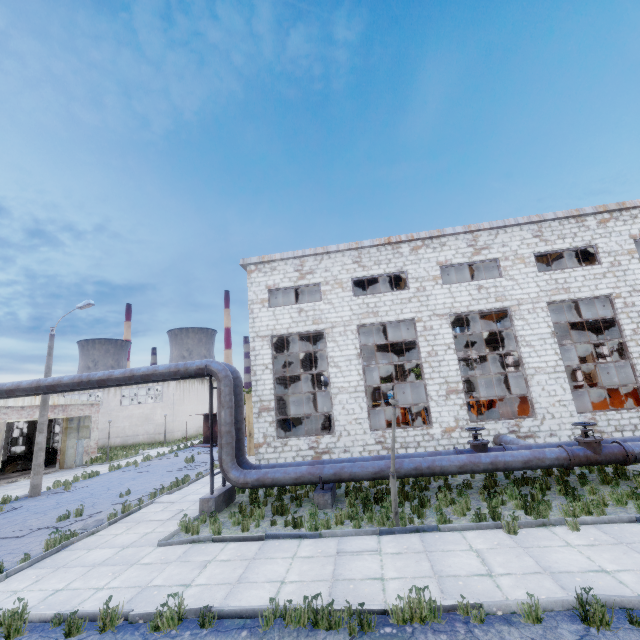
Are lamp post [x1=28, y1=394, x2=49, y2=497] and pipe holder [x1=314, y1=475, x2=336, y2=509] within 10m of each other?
no

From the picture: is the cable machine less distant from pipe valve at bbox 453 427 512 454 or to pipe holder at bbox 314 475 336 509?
pipe valve at bbox 453 427 512 454

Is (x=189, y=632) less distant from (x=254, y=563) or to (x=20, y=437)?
(x=254, y=563)

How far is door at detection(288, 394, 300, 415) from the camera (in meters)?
26.46

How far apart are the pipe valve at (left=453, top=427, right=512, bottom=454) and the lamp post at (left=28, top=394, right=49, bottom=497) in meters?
20.1 m

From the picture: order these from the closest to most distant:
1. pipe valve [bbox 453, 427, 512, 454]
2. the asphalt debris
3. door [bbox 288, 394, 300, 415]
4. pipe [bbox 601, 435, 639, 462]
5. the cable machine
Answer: the asphalt debris → pipe [bbox 601, 435, 639, 462] → pipe valve [bbox 453, 427, 512, 454] → the cable machine → door [bbox 288, 394, 300, 415]

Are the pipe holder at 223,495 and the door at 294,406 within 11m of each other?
no

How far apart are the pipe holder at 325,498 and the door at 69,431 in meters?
22.0 m
